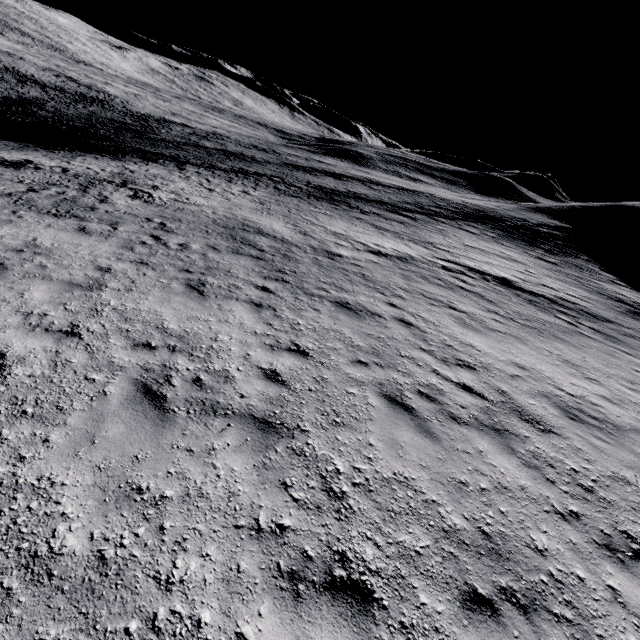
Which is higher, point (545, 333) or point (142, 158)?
point (545, 333)
